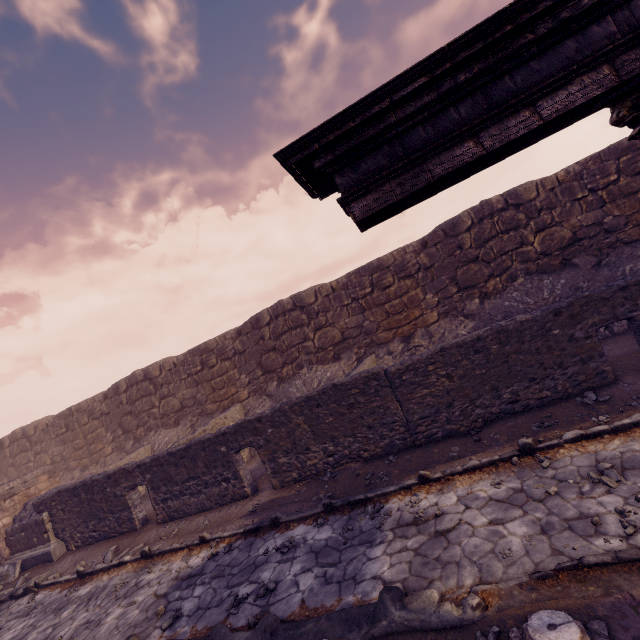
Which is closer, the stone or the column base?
the column base

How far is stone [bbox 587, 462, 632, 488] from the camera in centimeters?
409cm

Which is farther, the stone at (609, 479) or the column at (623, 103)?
the stone at (609, 479)

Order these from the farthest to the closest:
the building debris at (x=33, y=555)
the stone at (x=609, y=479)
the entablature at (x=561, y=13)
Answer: the building debris at (x=33, y=555) → the stone at (x=609, y=479) → the entablature at (x=561, y=13)

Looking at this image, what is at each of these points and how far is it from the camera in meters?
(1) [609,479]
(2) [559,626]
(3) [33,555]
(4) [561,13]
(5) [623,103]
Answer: (1) stone, 4.2
(2) column base, 2.5
(3) building debris, 10.2
(4) entablature, 2.1
(5) column, 2.3

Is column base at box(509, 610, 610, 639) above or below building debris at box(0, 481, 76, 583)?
below

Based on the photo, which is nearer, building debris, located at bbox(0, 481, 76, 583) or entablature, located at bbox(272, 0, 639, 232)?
entablature, located at bbox(272, 0, 639, 232)

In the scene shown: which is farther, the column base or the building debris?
the building debris
